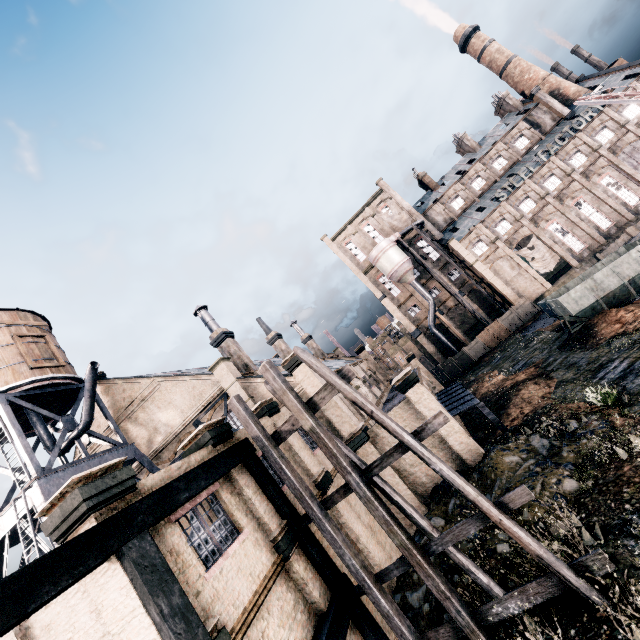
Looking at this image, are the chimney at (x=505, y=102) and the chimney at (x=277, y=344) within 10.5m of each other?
no

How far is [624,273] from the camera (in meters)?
23.25

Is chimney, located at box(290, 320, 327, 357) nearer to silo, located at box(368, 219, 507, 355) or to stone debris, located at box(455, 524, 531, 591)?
silo, located at box(368, 219, 507, 355)

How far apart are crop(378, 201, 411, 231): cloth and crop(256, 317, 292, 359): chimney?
31.03m

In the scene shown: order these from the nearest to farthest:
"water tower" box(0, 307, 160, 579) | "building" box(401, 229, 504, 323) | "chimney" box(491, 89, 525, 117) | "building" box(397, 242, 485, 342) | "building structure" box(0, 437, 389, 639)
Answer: "building structure" box(0, 437, 389, 639) < "water tower" box(0, 307, 160, 579) < "building" box(401, 229, 504, 323) < "building" box(397, 242, 485, 342) < "chimney" box(491, 89, 525, 117)

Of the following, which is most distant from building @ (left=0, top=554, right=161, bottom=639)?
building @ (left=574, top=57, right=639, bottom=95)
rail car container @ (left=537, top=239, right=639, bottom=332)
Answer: rail car container @ (left=537, top=239, right=639, bottom=332)

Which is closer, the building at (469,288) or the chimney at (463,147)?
the building at (469,288)

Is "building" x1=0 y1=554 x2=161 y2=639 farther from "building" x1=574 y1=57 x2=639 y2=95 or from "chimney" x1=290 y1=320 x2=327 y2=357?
"building" x1=574 y1=57 x2=639 y2=95
